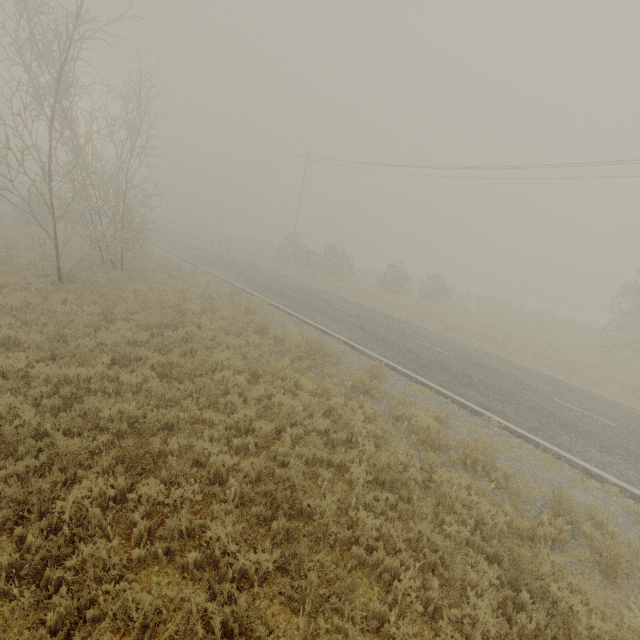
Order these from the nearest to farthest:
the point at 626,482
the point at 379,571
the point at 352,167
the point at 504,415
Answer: the point at 379,571 → the point at 626,482 → the point at 504,415 → the point at 352,167
